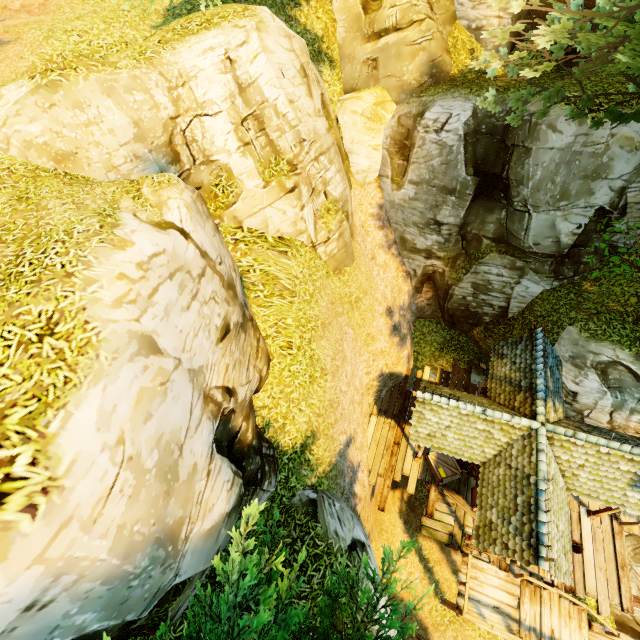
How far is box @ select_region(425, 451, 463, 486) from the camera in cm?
1247

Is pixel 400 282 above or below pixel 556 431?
below

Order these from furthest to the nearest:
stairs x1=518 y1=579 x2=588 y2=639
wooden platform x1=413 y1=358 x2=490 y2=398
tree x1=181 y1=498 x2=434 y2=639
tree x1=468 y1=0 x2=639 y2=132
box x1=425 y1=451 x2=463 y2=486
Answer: wooden platform x1=413 y1=358 x2=490 y2=398, box x1=425 y1=451 x2=463 y2=486, stairs x1=518 y1=579 x2=588 y2=639, tree x1=468 y1=0 x2=639 y2=132, tree x1=181 y1=498 x2=434 y2=639

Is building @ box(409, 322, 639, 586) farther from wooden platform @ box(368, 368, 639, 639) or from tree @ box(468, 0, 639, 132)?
tree @ box(468, 0, 639, 132)

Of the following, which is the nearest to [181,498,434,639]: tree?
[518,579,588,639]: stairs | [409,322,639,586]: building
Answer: [409,322,639,586]: building

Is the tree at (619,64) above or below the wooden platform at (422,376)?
above

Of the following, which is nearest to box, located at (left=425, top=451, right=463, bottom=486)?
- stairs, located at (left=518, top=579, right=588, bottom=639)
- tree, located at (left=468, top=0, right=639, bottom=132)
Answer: stairs, located at (left=518, top=579, right=588, bottom=639)

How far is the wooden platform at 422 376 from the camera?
15.1m
